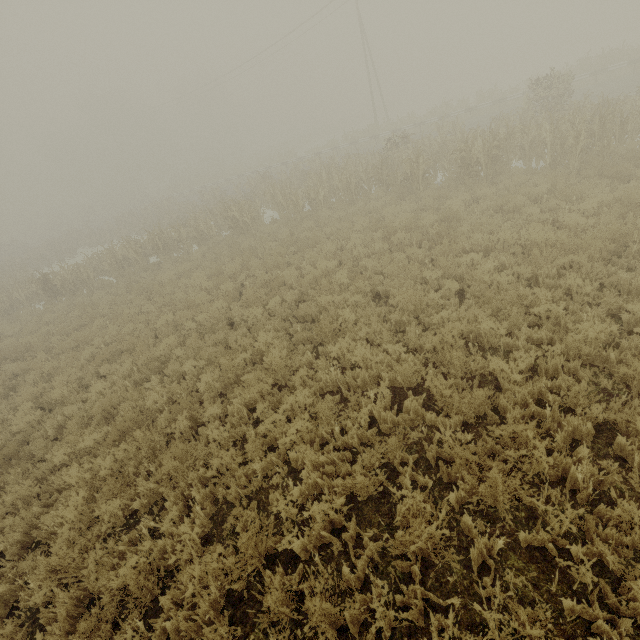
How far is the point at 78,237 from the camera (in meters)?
34.34
